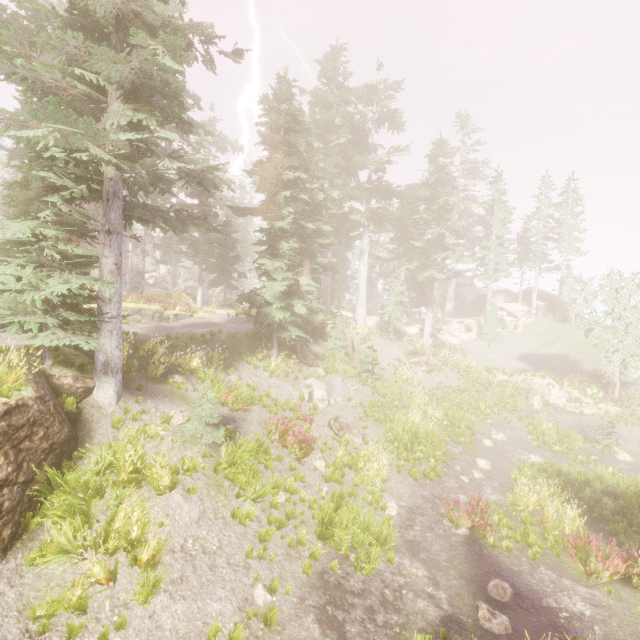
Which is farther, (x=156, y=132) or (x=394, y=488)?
(x=156, y=132)

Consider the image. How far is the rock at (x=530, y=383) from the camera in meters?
23.1

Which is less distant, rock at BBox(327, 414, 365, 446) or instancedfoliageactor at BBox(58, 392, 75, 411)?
instancedfoliageactor at BBox(58, 392, 75, 411)

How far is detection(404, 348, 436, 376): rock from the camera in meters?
27.7 m

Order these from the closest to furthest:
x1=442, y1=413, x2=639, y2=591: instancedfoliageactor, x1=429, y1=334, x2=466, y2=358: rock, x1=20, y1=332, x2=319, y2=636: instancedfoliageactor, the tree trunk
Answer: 1. x1=20, y1=332, x2=319, y2=636: instancedfoliageactor
2. x1=442, y1=413, x2=639, y2=591: instancedfoliageactor
3. the tree trunk
4. x1=429, y1=334, x2=466, y2=358: rock

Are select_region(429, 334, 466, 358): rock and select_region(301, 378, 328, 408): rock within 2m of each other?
no

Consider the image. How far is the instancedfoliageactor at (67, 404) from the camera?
8.43m

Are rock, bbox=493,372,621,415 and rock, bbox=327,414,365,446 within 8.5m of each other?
no
